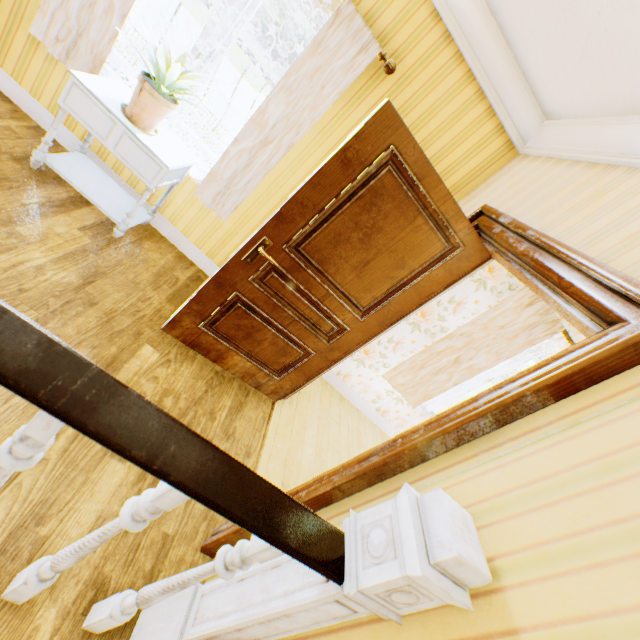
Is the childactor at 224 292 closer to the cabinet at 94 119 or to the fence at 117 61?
the cabinet at 94 119

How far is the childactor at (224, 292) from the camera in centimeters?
193cm

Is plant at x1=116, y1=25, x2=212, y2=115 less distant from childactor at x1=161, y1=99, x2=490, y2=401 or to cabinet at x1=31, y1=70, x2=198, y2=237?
cabinet at x1=31, y1=70, x2=198, y2=237

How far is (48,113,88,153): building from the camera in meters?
2.9

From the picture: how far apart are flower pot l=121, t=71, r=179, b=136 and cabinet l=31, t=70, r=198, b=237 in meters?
0.0

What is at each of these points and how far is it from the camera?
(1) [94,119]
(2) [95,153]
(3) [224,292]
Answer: (1) cabinet, 2.3 meters
(2) building, 3.0 meters
(3) childactor, 2.4 meters

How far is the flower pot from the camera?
2.23m

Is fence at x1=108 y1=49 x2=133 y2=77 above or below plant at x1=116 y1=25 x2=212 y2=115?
below
